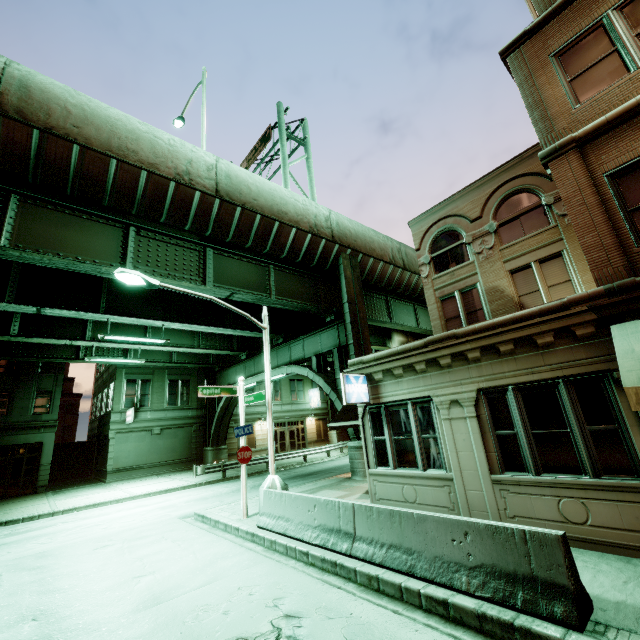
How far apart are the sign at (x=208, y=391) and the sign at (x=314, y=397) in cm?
2743

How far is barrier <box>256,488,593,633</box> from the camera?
4.34m

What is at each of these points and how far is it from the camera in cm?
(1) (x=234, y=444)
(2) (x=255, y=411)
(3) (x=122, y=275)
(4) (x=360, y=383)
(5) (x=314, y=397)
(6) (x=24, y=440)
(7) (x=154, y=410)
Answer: (1) building, 3250
(2) building, 3494
(3) street light, 955
(4) sign, 1044
(5) sign, 3947
(6) building, 2361
(7) building, 2869

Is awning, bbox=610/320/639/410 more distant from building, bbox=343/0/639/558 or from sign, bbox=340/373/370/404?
sign, bbox=340/373/370/404

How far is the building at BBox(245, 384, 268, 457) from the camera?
33.84m

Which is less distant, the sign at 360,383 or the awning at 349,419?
the sign at 360,383

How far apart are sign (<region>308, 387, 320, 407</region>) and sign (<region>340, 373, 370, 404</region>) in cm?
2889

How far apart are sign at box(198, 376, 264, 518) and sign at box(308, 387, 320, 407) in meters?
27.4 m
